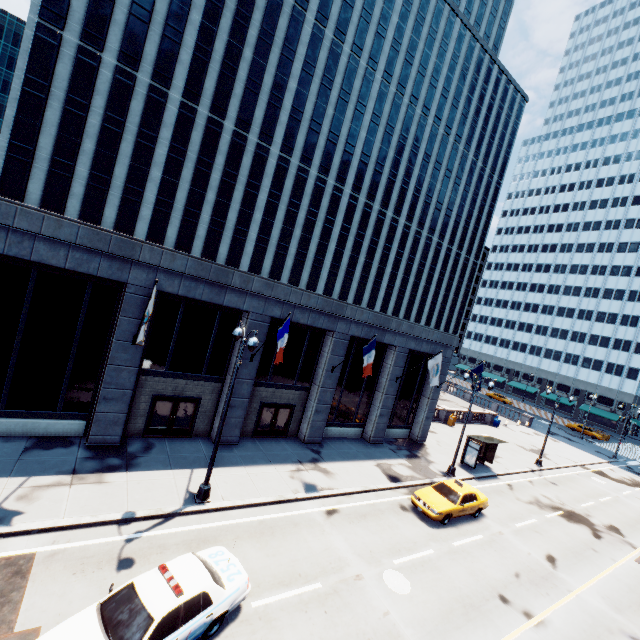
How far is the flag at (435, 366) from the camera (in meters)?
21.98

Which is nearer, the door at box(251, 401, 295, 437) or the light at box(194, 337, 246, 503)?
the light at box(194, 337, 246, 503)

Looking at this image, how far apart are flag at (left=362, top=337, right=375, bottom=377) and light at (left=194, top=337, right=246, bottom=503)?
7.9 meters

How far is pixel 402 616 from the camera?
10.7 meters

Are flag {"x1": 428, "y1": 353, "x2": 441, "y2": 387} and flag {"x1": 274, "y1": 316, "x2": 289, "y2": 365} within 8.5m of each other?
no

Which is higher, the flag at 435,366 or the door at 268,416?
the flag at 435,366

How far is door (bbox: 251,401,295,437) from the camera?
20.2m

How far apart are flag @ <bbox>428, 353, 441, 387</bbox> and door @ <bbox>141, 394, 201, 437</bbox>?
14.1 meters
